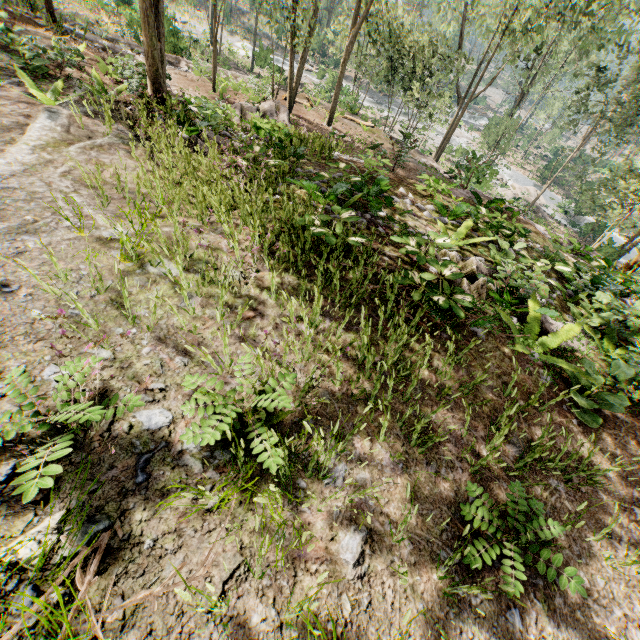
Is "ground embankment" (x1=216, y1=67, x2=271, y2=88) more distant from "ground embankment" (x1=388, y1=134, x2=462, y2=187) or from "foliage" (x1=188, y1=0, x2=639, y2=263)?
"ground embankment" (x1=388, y1=134, x2=462, y2=187)

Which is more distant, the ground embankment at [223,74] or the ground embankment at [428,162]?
the ground embankment at [223,74]

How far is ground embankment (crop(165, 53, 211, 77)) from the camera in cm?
1933

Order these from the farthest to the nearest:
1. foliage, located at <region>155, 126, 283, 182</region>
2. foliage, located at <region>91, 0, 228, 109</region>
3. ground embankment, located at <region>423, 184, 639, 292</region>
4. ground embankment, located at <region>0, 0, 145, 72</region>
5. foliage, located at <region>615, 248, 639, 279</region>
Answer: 1. foliage, located at <region>615, 248, 639, 279</region>
2. ground embankment, located at <region>0, 0, 145, 72</region>
3. ground embankment, located at <region>423, 184, 639, 292</region>
4. foliage, located at <region>91, 0, 228, 109</region>
5. foliage, located at <region>155, 126, 283, 182</region>

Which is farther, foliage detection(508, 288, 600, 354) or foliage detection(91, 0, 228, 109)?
foliage detection(91, 0, 228, 109)

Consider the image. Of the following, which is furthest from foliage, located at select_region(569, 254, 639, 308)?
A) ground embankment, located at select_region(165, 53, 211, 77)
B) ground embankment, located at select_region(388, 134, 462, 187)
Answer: ground embankment, located at select_region(388, 134, 462, 187)

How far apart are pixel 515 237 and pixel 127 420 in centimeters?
1196cm

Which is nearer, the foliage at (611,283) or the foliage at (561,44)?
the foliage at (611,283)
